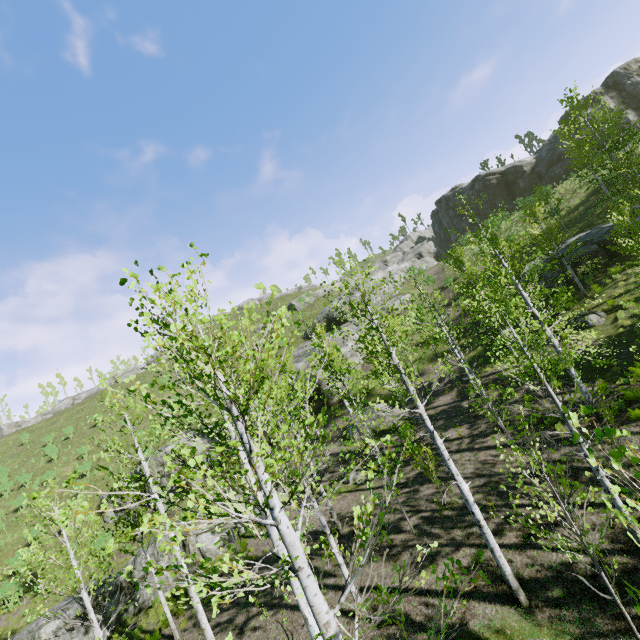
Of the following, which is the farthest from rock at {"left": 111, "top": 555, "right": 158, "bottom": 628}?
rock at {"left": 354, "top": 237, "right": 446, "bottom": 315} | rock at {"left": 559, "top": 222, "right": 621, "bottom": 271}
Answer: rock at {"left": 354, "top": 237, "right": 446, "bottom": 315}

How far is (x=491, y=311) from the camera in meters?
9.1

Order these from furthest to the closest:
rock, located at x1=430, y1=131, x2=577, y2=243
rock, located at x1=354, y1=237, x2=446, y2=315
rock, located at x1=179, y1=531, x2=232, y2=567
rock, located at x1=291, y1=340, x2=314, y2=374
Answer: rock, located at x1=430, y1=131, x2=577, y2=243 < rock, located at x1=354, y1=237, x2=446, y2=315 < rock, located at x1=291, y1=340, x2=314, y2=374 < rock, located at x1=179, y1=531, x2=232, y2=567

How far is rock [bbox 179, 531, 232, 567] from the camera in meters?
17.3

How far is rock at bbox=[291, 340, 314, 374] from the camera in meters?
31.5 m

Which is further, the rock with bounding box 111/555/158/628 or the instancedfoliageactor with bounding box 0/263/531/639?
the rock with bounding box 111/555/158/628

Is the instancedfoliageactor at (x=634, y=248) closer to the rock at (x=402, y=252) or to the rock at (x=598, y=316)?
the rock at (x=598, y=316)

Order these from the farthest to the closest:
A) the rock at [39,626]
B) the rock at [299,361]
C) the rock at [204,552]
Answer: the rock at [299,361], the rock at [204,552], the rock at [39,626]
